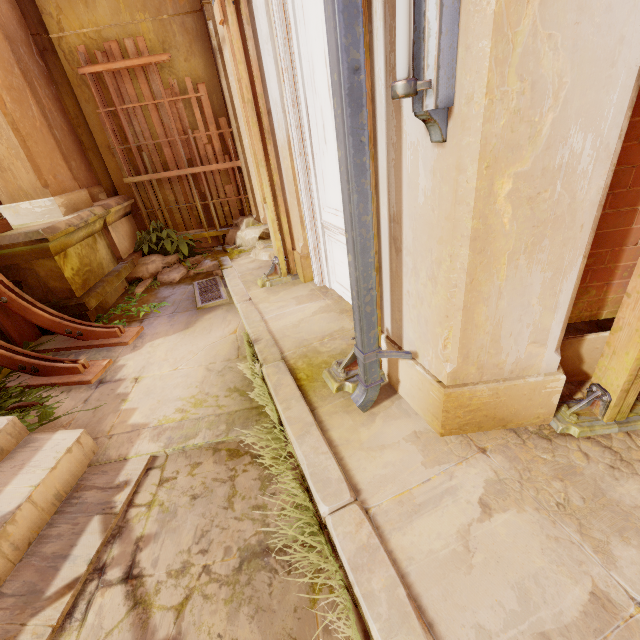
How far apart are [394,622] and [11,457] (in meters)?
2.75

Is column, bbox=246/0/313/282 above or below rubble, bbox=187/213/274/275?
above

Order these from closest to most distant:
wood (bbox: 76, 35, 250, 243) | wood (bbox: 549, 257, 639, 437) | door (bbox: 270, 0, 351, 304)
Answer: wood (bbox: 549, 257, 639, 437)
door (bbox: 270, 0, 351, 304)
wood (bbox: 76, 35, 250, 243)

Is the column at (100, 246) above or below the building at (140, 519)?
above

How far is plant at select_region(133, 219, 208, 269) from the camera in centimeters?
618cm

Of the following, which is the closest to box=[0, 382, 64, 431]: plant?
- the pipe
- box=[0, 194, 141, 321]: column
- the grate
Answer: box=[0, 194, 141, 321]: column

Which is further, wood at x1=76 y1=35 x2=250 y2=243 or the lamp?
wood at x1=76 y1=35 x2=250 y2=243

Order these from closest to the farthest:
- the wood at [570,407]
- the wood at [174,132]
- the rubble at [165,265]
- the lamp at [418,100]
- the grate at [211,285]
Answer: the lamp at [418,100] → the wood at [570,407] → the grate at [211,285] → the wood at [174,132] → the rubble at [165,265]
